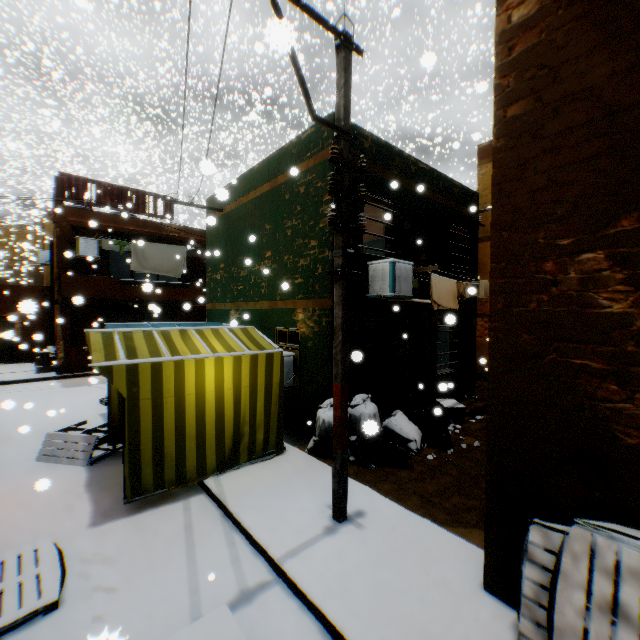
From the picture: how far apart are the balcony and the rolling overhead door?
0.0 meters

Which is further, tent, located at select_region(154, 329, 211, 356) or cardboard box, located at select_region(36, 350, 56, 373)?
cardboard box, located at select_region(36, 350, 56, 373)

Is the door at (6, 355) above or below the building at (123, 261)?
below

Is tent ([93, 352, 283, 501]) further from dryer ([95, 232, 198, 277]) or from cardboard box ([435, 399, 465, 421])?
cardboard box ([435, 399, 465, 421])

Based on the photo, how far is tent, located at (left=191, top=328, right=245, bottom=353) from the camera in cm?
597

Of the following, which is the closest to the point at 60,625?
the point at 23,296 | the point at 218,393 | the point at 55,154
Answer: the point at 218,393

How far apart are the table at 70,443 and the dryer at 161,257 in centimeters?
36cm
